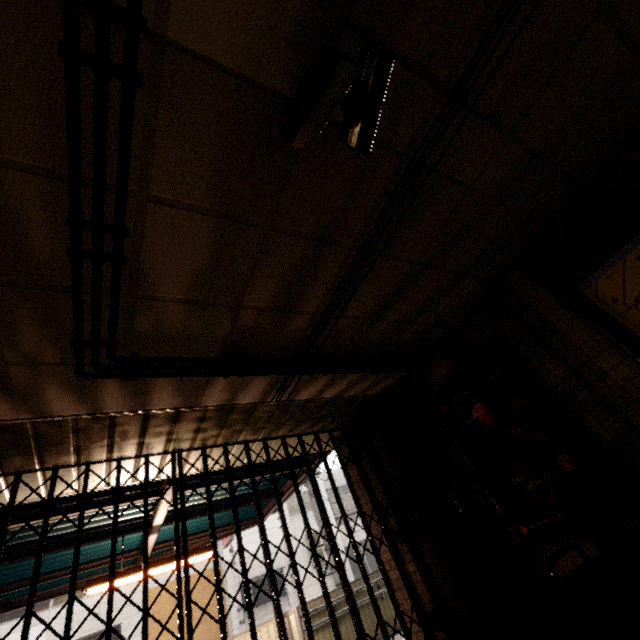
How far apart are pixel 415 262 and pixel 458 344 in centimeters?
167cm

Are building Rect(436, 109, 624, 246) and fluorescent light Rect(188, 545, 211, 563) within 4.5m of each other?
no

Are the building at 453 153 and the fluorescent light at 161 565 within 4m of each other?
no

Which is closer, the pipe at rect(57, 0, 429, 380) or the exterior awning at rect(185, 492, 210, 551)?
the pipe at rect(57, 0, 429, 380)

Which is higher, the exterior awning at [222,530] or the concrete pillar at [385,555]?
the exterior awning at [222,530]

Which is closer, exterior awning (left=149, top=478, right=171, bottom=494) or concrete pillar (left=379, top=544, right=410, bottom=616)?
concrete pillar (left=379, top=544, right=410, bottom=616)

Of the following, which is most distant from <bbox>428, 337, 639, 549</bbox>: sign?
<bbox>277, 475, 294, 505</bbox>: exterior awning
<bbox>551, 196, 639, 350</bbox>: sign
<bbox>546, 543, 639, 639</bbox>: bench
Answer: <bbox>277, 475, 294, 505</bbox>: exterior awning

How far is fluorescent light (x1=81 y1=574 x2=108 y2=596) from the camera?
4.8 meters
